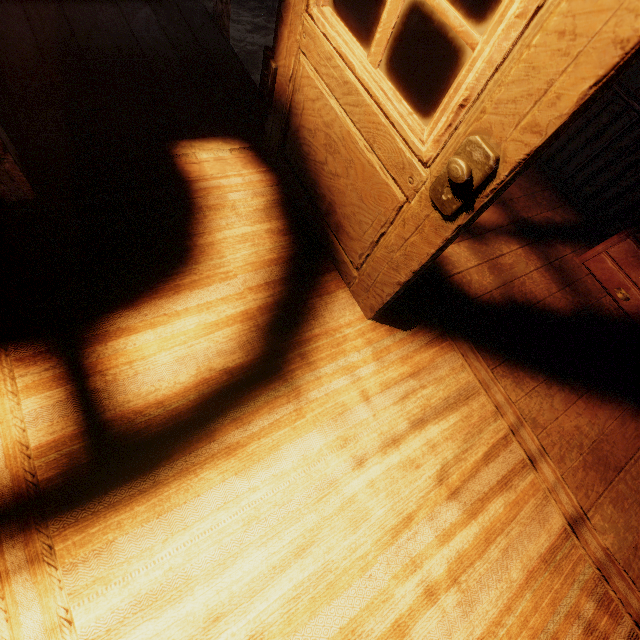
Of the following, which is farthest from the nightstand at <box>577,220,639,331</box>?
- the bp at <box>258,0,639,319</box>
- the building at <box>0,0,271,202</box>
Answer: the bp at <box>258,0,639,319</box>

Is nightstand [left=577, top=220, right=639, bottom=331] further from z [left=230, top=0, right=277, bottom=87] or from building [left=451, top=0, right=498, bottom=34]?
z [left=230, top=0, right=277, bottom=87]

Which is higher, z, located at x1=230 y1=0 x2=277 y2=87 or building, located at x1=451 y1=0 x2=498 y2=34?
building, located at x1=451 y1=0 x2=498 y2=34

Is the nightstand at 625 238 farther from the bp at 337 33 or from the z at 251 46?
the bp at 337 33

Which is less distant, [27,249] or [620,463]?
[27,249]

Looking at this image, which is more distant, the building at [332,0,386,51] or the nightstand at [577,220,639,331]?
the nightstand at [577,220,639,331]

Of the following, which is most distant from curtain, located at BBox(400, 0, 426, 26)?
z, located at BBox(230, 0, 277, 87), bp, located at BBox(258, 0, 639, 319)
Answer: z, located at BBox(230, 0, 277, 87)

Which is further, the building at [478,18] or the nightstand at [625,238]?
the nightstand at [625,238]
